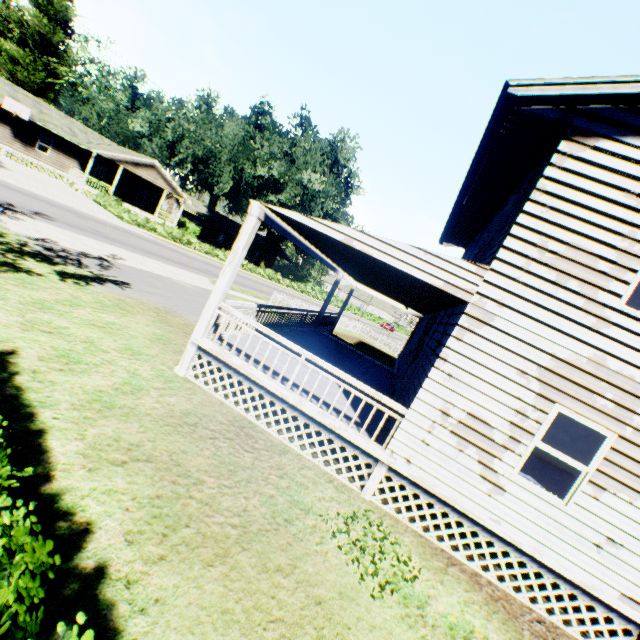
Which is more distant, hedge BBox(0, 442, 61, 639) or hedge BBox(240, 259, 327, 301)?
hedge BBox(240, 259, 327, 301)

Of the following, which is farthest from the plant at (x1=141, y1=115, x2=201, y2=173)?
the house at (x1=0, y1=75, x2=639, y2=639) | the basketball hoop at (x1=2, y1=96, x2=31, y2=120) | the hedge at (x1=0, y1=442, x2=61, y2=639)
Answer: the hedge at (x1=0, y1=442, x2=61, y2=639)

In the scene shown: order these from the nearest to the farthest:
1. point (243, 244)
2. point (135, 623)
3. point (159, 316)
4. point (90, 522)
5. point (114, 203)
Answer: point (135, 623)
point (90, 522)
point (243, 244)
point (159, 316)
point (114, 203)

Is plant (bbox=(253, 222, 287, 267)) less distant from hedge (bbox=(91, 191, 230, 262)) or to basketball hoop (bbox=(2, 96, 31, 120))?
hedge (bbox=(91, 191, 230, 262))

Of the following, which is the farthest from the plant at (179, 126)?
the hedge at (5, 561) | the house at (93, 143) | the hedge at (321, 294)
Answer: the hedge at (5, 561)

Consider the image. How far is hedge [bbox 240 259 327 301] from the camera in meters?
41.1 m

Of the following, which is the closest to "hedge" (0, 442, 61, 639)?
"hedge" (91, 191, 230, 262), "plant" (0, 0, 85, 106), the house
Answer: the house

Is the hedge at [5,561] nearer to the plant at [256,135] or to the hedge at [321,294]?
the plant at [256,135]
